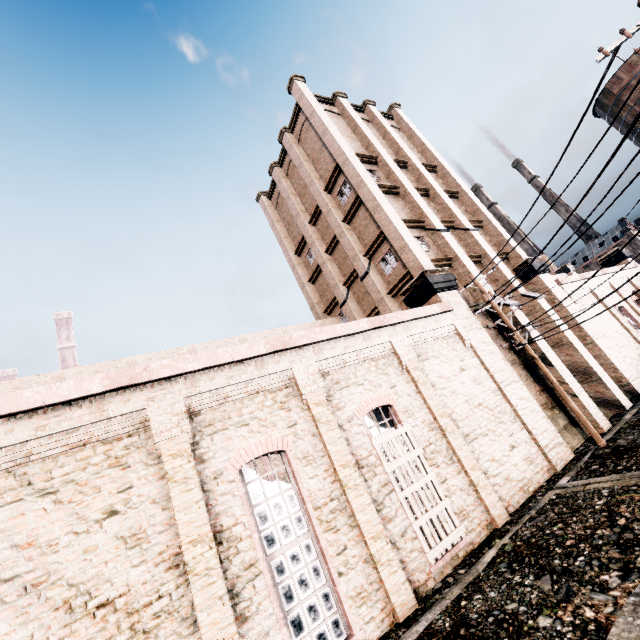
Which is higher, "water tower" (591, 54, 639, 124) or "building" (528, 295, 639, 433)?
"water tower" (591, 54, 639, 124)

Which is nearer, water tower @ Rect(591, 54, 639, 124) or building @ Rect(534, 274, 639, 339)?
building @ Rect(534, 274, 639, 339)

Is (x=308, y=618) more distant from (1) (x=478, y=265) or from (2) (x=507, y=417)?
(1) (x=478, y=265)

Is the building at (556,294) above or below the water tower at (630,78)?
below

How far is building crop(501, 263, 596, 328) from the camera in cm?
1759

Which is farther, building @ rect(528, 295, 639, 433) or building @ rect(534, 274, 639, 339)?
building @ rect(534, 274, 639, 339)

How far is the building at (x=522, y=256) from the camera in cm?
2056
